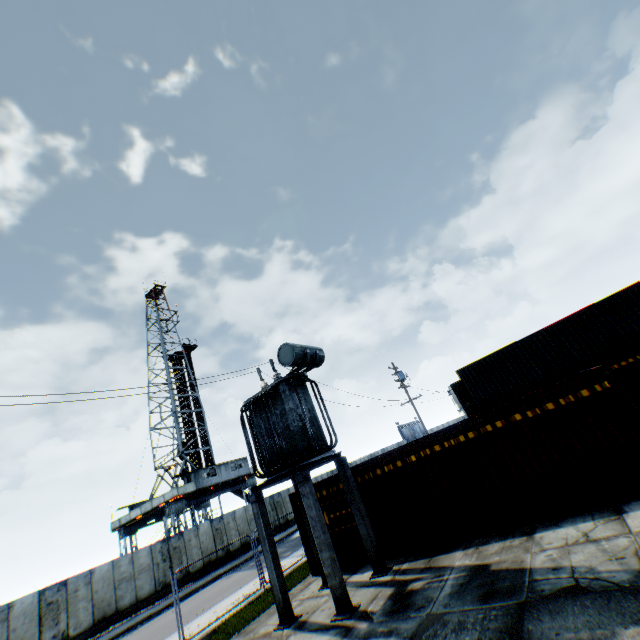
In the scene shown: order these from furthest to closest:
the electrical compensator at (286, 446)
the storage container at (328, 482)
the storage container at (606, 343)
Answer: the storage container at (328, 482) < the electrical compensator at (286, 446) < the storage container at (606, 343)

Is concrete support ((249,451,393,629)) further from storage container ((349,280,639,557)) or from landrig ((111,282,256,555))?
landrig ((111,282,256,555))

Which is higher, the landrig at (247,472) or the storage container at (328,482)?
the landrig at (247,472)

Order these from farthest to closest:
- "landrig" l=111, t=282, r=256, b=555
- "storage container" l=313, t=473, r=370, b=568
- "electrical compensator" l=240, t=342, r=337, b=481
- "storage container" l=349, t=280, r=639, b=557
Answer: "landrig" l=111, t=282, r=256, b=555 → "storage container" l=313, t=473, r=370, b=568 → "electrical compensator" l=240, t=342, r=337, b=481 → "storage container" l=349, t=280, r=639, b=557

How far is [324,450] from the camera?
10.2 meters

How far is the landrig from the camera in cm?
3065

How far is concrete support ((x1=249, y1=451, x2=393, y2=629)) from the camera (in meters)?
8.40

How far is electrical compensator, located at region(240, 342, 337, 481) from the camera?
10.2 meters
